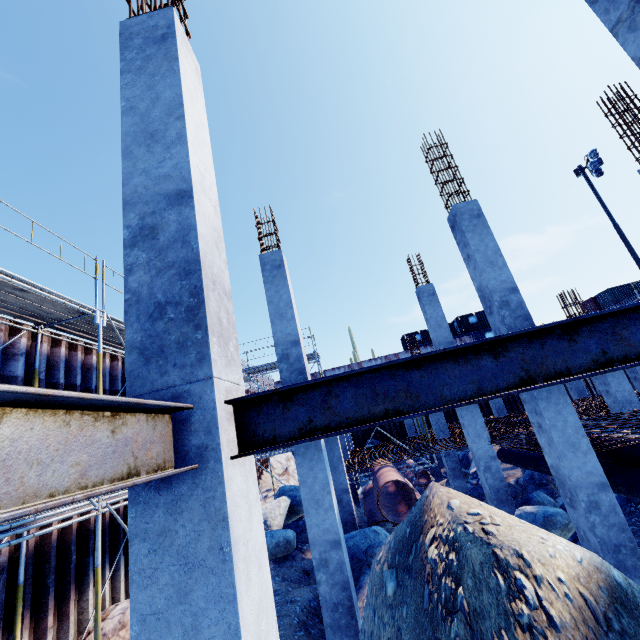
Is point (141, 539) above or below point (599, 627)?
above

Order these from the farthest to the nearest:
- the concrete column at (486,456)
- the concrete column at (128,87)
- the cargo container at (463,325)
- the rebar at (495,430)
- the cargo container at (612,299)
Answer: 1. the cargo container at (612,299)
2. the cargo container at (463,325)
3. the concrete column at (486,456)
4. the rebar at (495,430)
5. the concrete column at (128,87)

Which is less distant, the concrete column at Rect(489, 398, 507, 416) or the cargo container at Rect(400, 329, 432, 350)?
the concrete column at Rect(489, 398, 507, 416)

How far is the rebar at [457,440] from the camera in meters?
11.7

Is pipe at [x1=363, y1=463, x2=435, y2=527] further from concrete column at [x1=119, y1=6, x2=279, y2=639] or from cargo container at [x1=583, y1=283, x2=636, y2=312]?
cargo container at [x1=583, y1=283, x2=636, y2=312]

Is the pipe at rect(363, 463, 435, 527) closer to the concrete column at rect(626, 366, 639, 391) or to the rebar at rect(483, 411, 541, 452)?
the rebar at rect(483, 411, 541, 452)

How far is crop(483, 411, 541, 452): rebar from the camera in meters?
9.0
